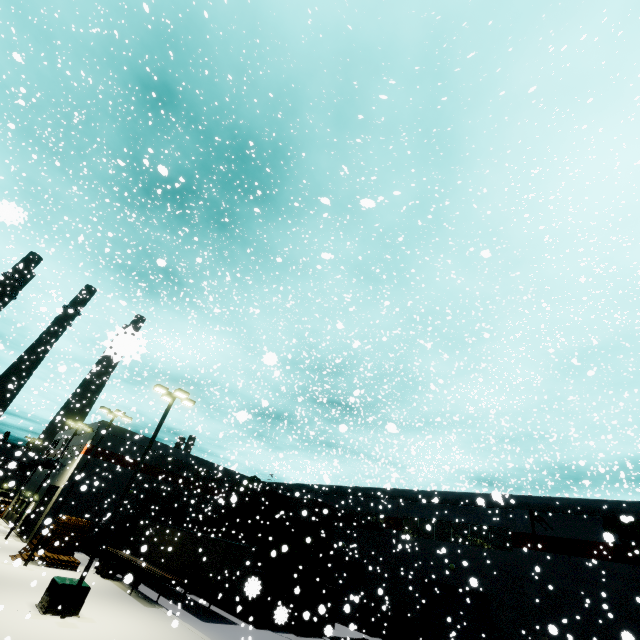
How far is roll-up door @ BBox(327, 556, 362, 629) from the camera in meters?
27.8 m

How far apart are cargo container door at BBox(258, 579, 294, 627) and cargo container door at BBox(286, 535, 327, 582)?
0.57m

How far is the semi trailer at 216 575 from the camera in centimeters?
1986cm

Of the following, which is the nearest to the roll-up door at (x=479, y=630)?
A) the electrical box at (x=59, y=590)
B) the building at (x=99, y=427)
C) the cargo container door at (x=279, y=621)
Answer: the building at (x=99, y=427)

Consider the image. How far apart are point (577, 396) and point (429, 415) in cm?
2368

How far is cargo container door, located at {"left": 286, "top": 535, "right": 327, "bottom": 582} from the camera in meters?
22.0 m

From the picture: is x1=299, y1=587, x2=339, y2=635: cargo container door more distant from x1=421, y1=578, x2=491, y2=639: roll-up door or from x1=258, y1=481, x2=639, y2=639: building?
x1=421, y1=578, x2=491, y2=639: roll-up door

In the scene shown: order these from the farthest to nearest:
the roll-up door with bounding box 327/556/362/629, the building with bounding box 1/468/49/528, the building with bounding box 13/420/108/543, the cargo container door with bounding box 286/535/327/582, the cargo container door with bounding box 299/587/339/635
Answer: the building with bounding box 1/468/49/528 < the building with bounding box 13/420/108/543 < the roll-up door with bounding box 327/556/362/629 < the cargo container door with bounding box 286/535/327/582 < the cargo container door with bounding box 299/587/339/635
